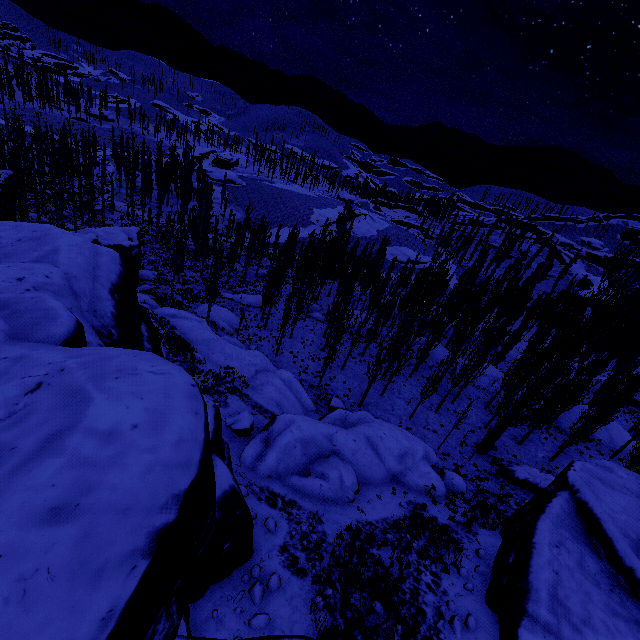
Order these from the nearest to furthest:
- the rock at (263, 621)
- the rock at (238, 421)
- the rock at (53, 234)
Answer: the rock at (53, 234) < the rock at (263, 621) < the rock at (238, 421)

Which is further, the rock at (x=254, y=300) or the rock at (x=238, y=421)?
the rock at (x=254, y=300)

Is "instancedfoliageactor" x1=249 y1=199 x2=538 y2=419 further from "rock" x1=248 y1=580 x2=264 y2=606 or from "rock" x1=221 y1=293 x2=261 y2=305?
"rock" x1=221 y1=293 x2=261 y2=305

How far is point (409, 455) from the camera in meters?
18.2

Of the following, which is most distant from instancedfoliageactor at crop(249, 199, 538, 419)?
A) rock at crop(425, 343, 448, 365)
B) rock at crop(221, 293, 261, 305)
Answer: rock at crop(221, 293, 261, 305)

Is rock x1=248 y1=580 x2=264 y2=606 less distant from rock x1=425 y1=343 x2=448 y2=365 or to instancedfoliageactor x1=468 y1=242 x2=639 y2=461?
instancedfoliageactor x1=468 y1=242 x2=639 y2=461
